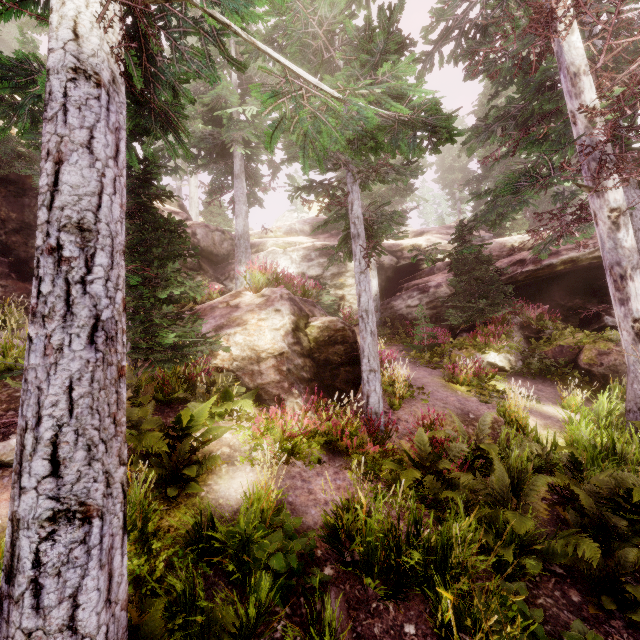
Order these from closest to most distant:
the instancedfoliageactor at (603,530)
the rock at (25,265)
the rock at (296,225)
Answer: the instancedfoliageactor at (603,530)
the rock at (25,265)
the rock at (296,225)

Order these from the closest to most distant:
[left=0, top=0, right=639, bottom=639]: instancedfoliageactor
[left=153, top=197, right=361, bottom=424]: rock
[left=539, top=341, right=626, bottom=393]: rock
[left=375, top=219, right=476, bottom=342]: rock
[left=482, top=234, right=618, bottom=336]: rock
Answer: [left=0, top=0, right=639, bottom=639]: instancedfoliageactor
[left=153, top=197, right=361, bottom=424]: rock
[left=539, top=341, right=626, bottom=393]: rock
[left=482, top=234, right=618, bottom=336]: rock
[left=375, top=219, right=476, bottom=342]: rock

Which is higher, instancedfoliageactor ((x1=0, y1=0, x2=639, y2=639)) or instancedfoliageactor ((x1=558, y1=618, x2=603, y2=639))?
instancedfoliageactor ((x1=0, y1=0, x2=639, y2=639))

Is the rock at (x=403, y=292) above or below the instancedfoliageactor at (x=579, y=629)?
above

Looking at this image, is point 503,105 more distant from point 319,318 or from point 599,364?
point 319,318

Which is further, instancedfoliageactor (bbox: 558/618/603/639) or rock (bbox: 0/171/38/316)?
rock (bbox: 0/171/38/316)
